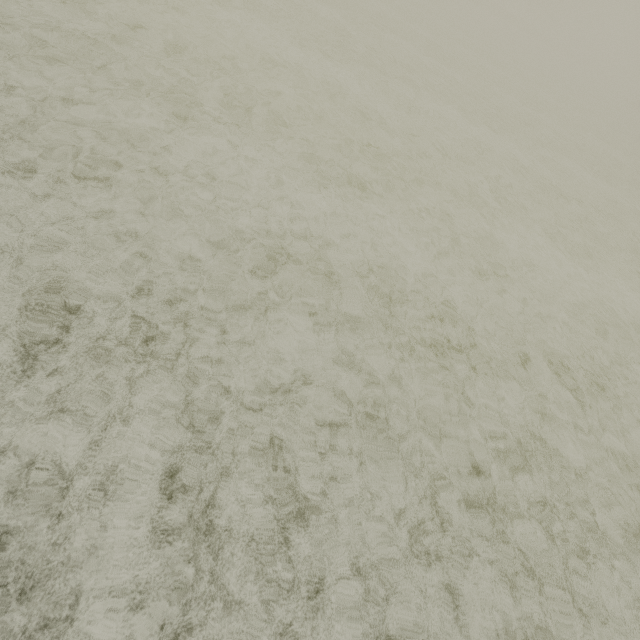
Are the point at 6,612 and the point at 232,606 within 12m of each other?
yes
